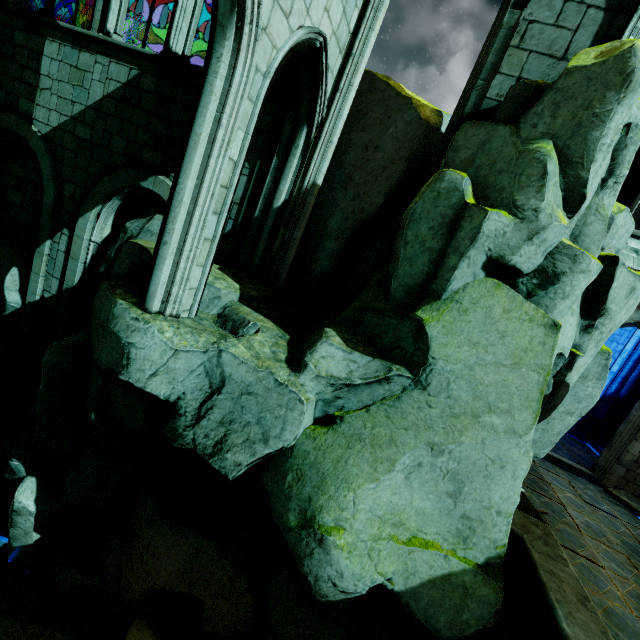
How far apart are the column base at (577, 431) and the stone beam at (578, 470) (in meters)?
3.43

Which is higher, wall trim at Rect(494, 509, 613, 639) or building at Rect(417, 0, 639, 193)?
building at Rect(417, 0, 639, 193)

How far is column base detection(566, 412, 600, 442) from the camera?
13.60m

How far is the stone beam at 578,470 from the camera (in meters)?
10.27

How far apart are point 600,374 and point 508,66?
7.0 meters

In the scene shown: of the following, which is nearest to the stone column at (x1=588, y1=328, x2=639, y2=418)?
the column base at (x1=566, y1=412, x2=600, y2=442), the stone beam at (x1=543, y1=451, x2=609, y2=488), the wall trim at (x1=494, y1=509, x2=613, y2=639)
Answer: the column base at (x1=566, y1=412, x2=600, y2=442)

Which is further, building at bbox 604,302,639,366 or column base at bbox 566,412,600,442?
column base at bbox 566,412,600,442

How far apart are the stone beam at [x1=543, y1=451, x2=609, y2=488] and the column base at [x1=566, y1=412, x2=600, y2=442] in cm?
343
